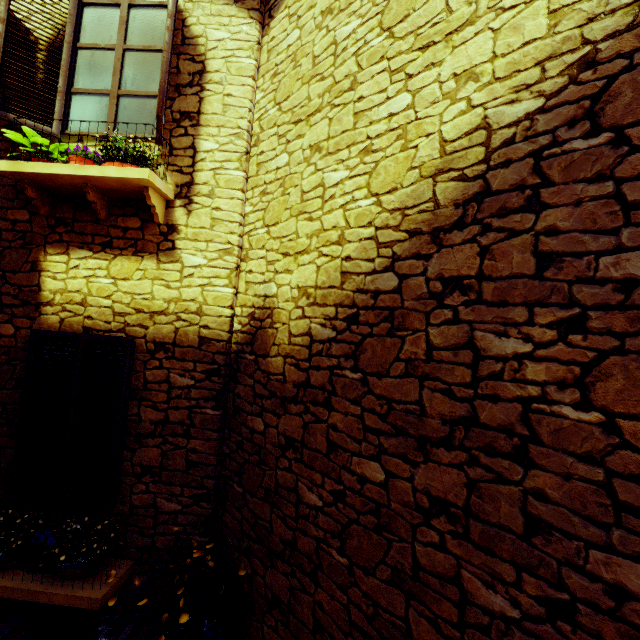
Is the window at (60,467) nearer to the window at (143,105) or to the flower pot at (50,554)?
the flower pot at (50,554)

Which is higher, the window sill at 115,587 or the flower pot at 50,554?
the flower pot at 50,554

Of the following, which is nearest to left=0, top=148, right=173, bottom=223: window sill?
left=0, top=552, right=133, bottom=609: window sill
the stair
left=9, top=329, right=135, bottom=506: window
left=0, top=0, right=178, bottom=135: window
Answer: left=0, top=0, right=178, bottom=135: window

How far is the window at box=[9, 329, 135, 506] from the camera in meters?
3.2

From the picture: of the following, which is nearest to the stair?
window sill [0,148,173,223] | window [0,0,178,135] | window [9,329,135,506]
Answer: window [9,329,135,506]

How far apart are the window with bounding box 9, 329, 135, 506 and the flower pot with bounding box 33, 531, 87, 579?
0.3 meters

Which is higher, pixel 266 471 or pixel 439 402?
pixel 439 402

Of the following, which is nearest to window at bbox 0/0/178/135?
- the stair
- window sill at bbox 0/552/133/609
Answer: window sill at bbox 0/552/133/609
